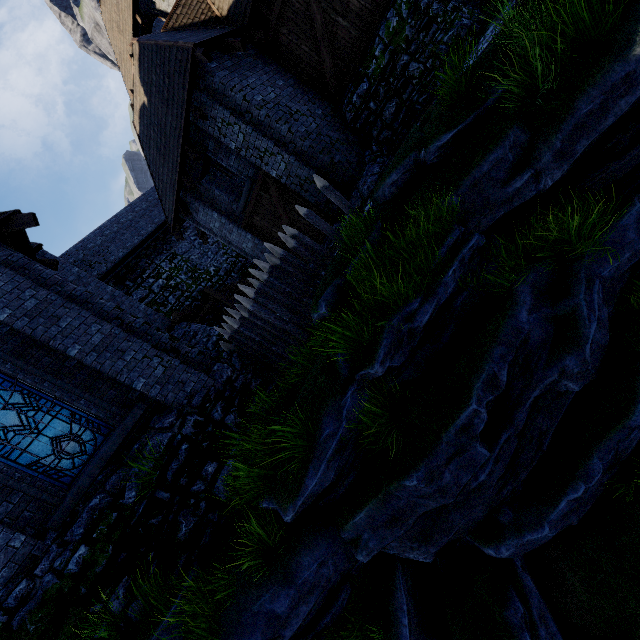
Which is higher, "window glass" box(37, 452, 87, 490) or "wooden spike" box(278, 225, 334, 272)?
"window glass" box(37, 452, 87, 490)

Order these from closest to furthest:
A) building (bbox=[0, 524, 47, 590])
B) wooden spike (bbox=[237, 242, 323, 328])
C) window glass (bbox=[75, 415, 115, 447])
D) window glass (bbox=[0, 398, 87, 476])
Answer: building (bbox=[0, 524, 47, 590]) → window glass (bbox=[0, 398, 87, 476]) → window glass (bbox=[75, 415, 115, 447]) → wooden spike (bbox=[237, 242, 323, 328])

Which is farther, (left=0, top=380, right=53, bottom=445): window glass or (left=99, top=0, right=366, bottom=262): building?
(left=99, top=0, right=366, bottom=262): building

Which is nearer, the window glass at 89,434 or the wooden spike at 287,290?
the window glass at 89,434

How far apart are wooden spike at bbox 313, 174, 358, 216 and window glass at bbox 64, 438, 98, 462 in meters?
7.2

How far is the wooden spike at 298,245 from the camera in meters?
8.0 m

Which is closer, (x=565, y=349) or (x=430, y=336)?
(x=565, y=349)
